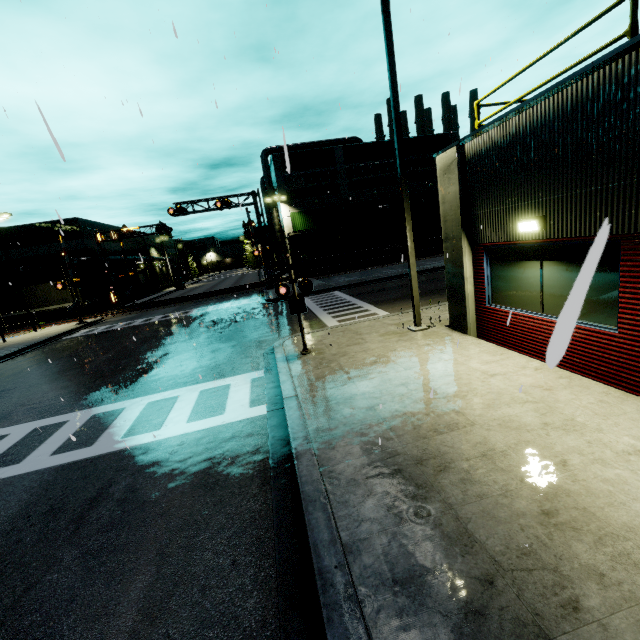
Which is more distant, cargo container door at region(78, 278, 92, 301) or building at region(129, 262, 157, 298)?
building at region(129, 262, 157, 298)

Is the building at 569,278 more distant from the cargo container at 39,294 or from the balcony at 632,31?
the cargo container at 39,294

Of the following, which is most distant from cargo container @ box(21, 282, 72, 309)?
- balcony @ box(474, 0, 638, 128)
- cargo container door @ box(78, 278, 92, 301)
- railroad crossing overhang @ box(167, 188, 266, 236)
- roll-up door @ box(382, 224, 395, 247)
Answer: roll-up door @ box(382, 224, 395, 247)

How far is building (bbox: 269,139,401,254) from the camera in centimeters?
4012cm

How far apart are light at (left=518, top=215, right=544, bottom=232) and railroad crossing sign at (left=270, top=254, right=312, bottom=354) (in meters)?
5.06

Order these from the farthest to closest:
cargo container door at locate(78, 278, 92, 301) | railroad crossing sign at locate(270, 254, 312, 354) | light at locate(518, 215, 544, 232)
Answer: cargo container door at locate(78, 278, 92, 301) → railroad crossing sign at locate(270, 254, 312, 354) → light at locate(518, 215, 544, 232)

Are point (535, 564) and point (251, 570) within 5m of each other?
yes

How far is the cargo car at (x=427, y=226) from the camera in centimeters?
3897cm
